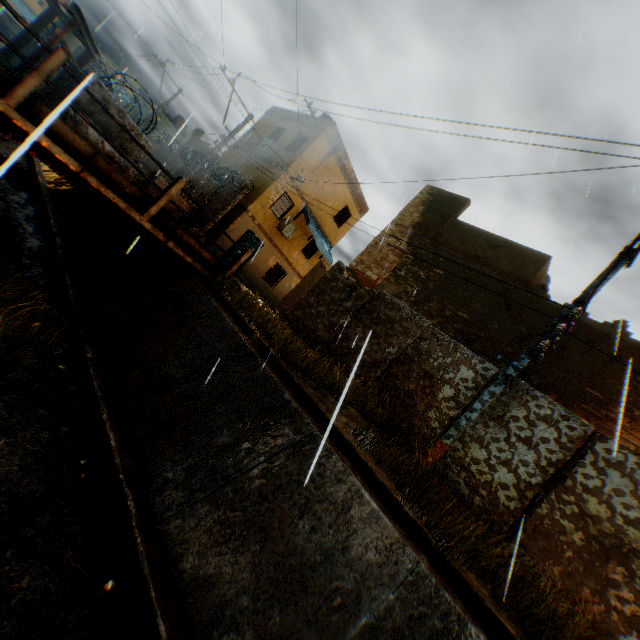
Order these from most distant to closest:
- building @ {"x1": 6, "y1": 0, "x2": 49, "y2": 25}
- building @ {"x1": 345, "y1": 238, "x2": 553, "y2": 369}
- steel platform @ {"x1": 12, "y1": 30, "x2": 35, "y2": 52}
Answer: building @ {"x1": 6, "y1": 0, "x2": 49, "y2": 25}
building @ {"x1": 345, "y1": 238, "x2": 553, "y2": 369}
steel platform @ {"x1": 12, "y1": 30, "x2": 35, "y2": 52}

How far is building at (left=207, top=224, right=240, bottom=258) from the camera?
17.88m

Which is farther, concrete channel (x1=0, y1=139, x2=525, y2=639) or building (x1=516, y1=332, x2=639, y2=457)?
building (x1=516, y1=332, x2=639, y2=457)

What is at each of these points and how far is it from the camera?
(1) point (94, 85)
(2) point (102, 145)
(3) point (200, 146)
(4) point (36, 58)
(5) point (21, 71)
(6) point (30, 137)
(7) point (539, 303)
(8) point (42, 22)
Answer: (1) concrete block, 6.02m
(2) concrete block, 6.86m
(3) building, 32.88m
(4) steel platform, 5.44m
(5) steel platform, 5.42m
(6) bridge, 1.21m
(7) building, 9.56m
(8) steel platform, 6.39m

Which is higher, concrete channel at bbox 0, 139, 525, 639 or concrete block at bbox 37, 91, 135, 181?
concrete block at bbox 37, 91, 135, 181

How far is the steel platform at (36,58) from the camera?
5.41m

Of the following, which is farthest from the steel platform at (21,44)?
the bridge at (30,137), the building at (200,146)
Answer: the building at (200,146)
